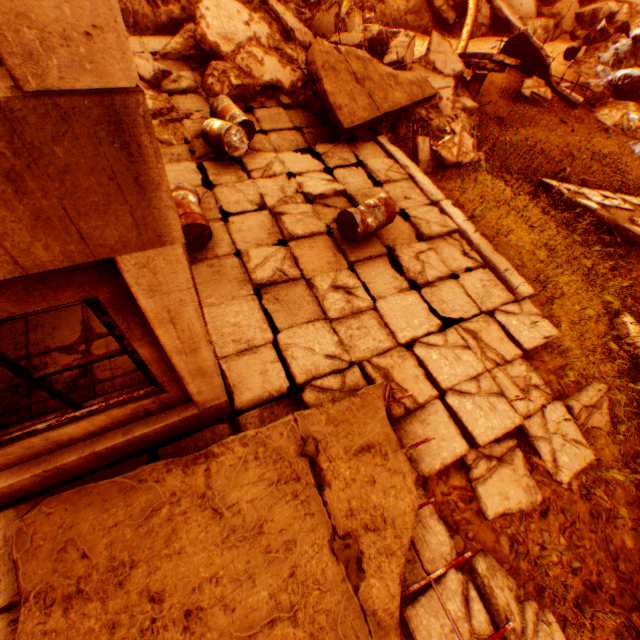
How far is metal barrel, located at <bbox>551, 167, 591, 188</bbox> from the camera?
9.0m

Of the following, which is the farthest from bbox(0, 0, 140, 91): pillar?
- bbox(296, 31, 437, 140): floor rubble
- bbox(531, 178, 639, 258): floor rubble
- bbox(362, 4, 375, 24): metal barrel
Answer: bbox(362, 4, 375, 24): metal barrel

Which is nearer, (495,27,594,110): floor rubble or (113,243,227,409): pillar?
(113,243,227,409): pillar

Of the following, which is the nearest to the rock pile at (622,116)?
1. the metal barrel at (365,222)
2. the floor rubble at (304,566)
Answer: the metal barrel at (365,222)

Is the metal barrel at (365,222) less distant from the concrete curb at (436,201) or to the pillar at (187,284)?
the concrete curb at (436,201)

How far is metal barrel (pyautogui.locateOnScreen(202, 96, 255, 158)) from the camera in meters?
5.9 m

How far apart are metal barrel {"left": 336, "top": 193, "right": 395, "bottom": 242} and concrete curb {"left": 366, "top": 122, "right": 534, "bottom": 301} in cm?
150

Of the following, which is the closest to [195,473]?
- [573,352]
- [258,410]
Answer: [258,410]
